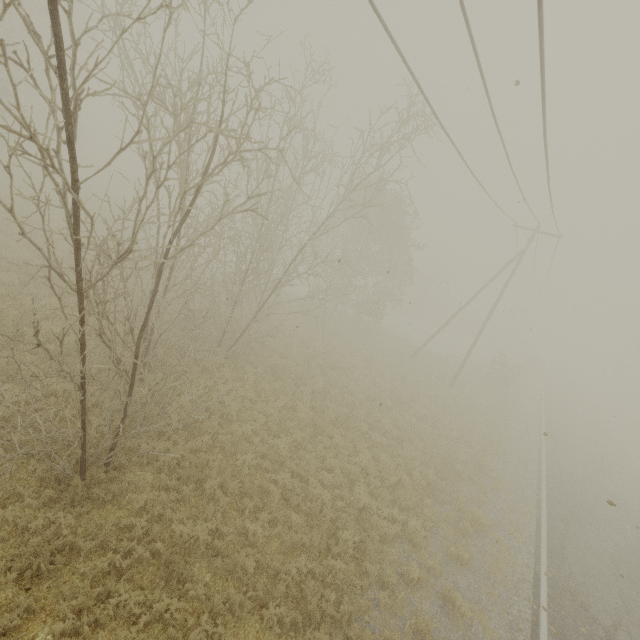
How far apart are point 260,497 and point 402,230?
19.76m
